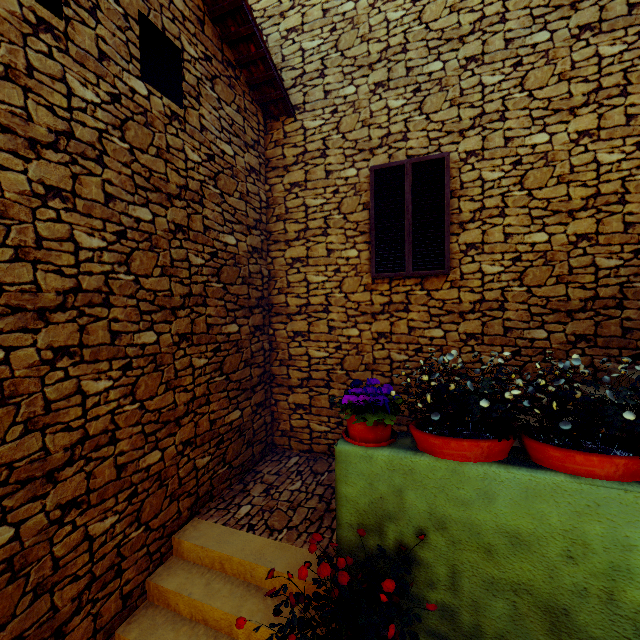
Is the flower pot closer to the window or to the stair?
the stair

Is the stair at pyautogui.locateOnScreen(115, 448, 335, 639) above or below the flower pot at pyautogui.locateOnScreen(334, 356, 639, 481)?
below

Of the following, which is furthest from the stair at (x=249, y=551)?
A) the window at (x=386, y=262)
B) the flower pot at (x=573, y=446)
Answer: the window at (x=386, y=262)

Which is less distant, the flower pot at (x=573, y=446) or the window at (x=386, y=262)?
the flower pot at (x=573, y=446)

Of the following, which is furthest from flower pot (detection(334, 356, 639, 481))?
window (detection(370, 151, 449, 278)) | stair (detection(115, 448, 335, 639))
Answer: window (detection(370, 151, 449, 278))

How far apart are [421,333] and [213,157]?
3.7m

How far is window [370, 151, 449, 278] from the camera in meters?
4.5 m
